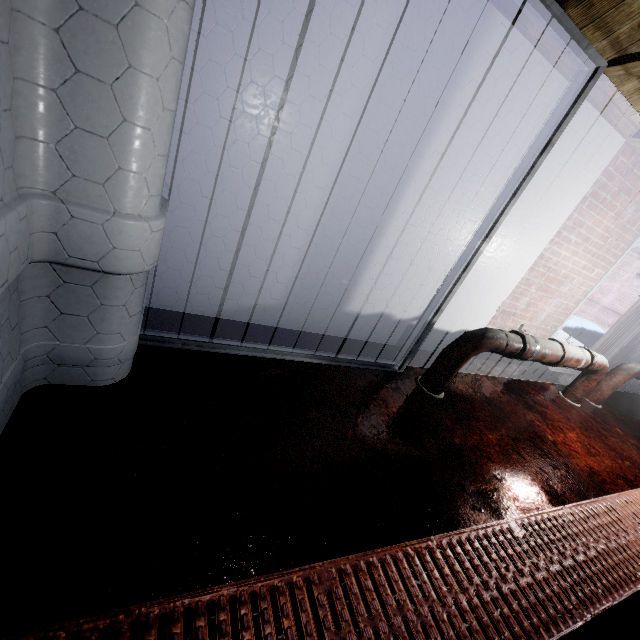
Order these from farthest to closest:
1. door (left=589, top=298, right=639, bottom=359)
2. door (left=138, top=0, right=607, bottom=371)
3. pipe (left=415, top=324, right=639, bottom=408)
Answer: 1. door (left=589, top=298, right=639, bottom=359)
2. pipe (left=415, top=324, right=639, bottom=408)
3. door (left=138, top=0, right=607, bottom=371)

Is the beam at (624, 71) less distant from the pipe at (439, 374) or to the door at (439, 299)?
the door at (439, 299)

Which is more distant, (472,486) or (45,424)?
(472,486)

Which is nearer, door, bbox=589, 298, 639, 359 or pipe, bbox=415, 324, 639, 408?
pipe, bbox=415, 324, 639, 408

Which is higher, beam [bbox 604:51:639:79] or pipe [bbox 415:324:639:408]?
beam [bbox 604:51:639:79]

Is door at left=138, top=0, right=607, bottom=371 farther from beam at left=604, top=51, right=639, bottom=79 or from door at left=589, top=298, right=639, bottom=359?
door at left=589, top=298, right=639, bottom=359

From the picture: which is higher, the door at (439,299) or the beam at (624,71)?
the beam at (624,71)

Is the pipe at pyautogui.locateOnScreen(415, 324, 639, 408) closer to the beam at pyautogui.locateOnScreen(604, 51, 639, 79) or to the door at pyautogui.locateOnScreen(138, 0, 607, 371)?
the door at pyautogui.locateOnScreen(138, 0, 607, 371)
